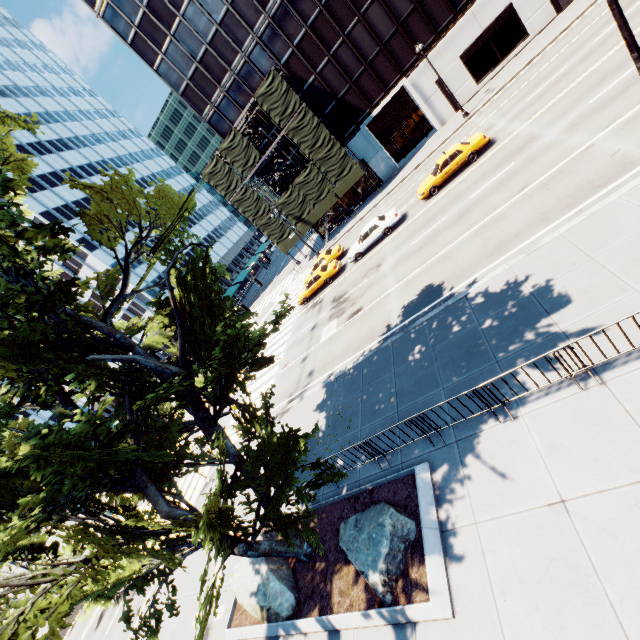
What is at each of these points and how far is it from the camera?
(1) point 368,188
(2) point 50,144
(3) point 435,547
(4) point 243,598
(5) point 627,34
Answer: (1) building, 38.47m
(2) building, 54.06m
(3) planter, 6.99m
(4) rock, 9.69m
(5) light, 7.57m

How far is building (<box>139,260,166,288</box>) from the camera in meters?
51.9 m

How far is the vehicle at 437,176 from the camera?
20.4 meters

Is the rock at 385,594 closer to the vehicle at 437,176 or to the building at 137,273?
the vehicle at 437,176

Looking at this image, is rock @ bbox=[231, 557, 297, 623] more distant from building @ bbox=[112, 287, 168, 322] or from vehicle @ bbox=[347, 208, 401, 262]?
building @ bbox=[112, 287, 168, 322]

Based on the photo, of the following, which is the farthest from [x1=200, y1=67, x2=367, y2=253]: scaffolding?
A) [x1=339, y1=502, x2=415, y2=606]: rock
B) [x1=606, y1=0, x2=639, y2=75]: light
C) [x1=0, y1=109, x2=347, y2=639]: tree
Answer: [x1=339, y1=502, x2=415, y2=606]: rock

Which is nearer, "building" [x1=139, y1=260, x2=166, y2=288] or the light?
the light

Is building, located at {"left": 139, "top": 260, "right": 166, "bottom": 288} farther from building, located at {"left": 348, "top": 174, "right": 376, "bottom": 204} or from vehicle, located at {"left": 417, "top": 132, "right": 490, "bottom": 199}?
vehicle, located at {"left": 417, "top": 132, "right": 490, "bottom": 199}
